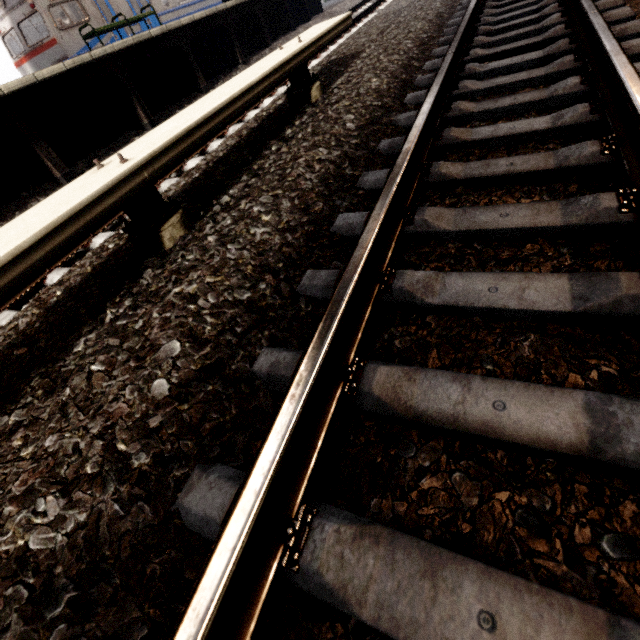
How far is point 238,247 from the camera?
1.77m

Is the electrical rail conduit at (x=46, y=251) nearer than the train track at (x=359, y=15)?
Yes

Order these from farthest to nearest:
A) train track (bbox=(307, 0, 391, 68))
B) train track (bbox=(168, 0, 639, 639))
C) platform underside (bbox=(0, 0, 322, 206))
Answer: train track (bbox=(307, 0, 391, 68))
platform underside (bbox=(0, 0, 322, 206))
train track (bbox=(168, 0, 639, 639))

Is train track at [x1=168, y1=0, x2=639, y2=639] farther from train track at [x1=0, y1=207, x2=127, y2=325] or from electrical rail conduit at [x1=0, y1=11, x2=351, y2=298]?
train track at [x1=0, y1=207, x2=127, y2=325]

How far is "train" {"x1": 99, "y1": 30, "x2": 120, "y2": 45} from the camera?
11.50m

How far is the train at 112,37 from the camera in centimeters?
1150cm

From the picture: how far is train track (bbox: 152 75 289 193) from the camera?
3.6 meters

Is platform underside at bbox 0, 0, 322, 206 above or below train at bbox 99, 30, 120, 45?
below
